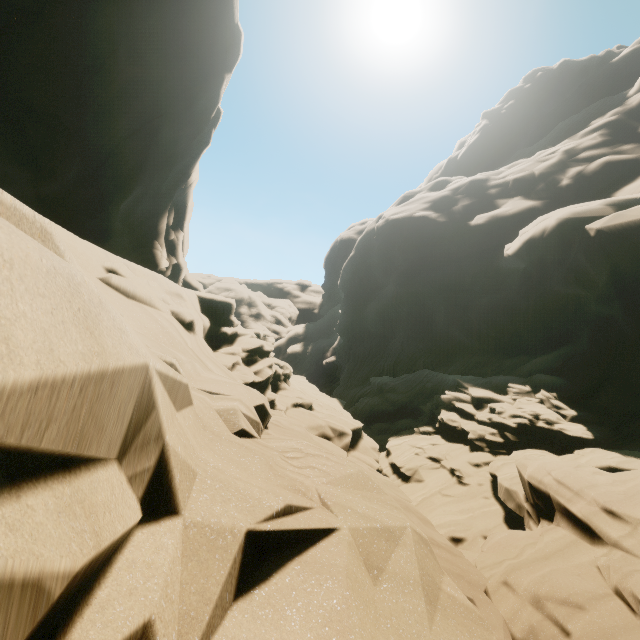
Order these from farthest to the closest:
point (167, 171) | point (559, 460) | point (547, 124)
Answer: point (547, 124) < point (167, 171) < point (559, 460)
